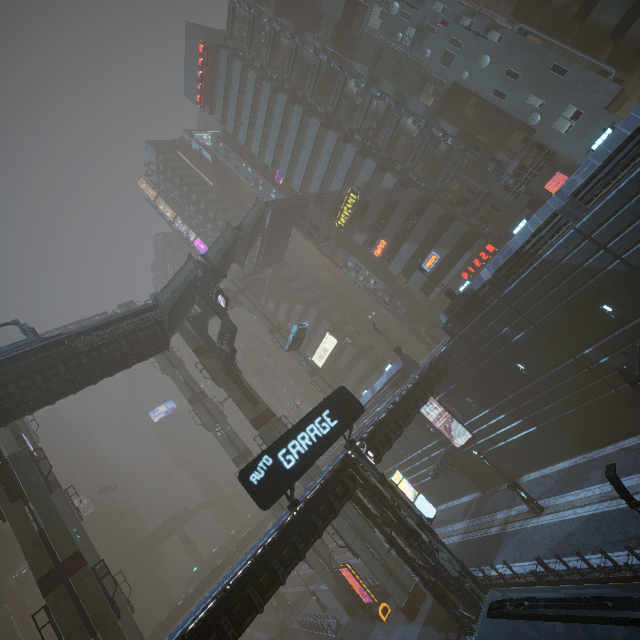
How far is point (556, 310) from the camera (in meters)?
Result: 20.69

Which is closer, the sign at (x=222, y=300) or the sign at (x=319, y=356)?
the sign at (x=222, y=300)

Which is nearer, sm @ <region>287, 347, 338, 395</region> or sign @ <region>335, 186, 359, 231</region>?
sign @ <region>335, 186, 359, 231</region>

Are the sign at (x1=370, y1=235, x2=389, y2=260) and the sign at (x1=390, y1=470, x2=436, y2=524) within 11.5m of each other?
no

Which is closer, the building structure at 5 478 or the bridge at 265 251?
the building structure at 5 478

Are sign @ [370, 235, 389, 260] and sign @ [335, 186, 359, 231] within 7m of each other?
yes

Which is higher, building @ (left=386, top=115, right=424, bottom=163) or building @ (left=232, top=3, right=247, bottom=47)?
building @ (left=232, top=3, right=247, bottom=47)

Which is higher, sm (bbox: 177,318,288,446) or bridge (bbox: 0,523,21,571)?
bridge (bbox: 0,523,21,571)
